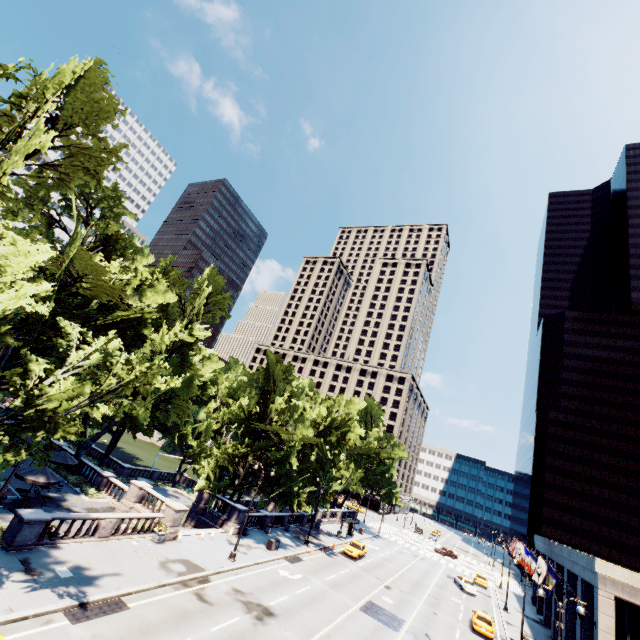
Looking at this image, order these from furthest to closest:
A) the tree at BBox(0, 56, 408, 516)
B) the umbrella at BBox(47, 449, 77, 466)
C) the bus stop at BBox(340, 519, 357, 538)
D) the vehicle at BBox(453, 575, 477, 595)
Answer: the bus stop at BBox(340, 519, 357, 538)
the vehicle at BBox(453, 575, 477, 595)
the umbrella at BBox(47, 449, 77, 466)
the tree at BBox(0, 56, 408, 516)

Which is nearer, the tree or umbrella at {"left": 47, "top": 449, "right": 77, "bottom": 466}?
the tree

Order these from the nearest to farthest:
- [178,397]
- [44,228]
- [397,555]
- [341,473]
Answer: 1. [44,228]
2. [178,397]
3. [341,473]
4. [397,555]

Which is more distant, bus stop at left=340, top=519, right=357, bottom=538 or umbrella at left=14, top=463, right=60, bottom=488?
bus stop at left=340, top=519, right=357, bottom=538

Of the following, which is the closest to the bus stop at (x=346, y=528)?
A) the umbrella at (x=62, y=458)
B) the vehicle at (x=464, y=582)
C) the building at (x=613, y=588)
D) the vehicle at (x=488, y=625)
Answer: the vehicle at (x=464, y=582)

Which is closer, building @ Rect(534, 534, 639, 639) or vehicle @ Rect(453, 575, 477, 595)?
building @ Rect(534, 534, 639, 639)

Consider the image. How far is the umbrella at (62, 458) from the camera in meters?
27.2 m

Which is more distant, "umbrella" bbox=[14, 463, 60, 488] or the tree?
"umbrella" bbox=[14, 463, 60, 488]
